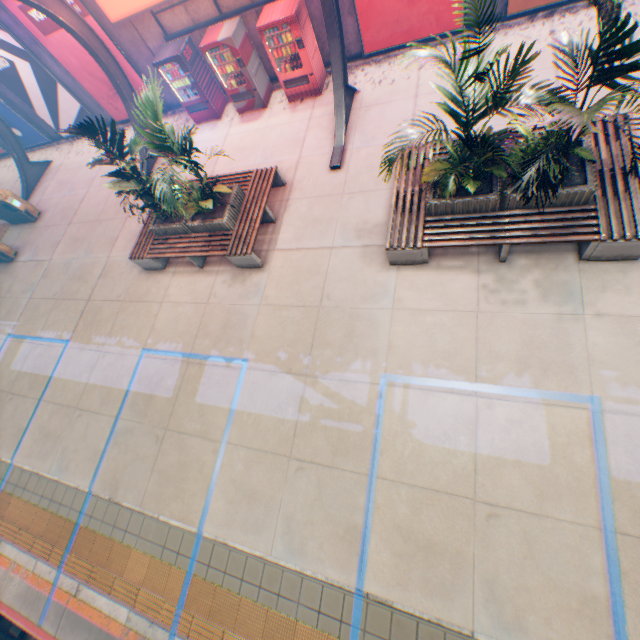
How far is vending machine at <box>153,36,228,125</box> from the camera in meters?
9.6

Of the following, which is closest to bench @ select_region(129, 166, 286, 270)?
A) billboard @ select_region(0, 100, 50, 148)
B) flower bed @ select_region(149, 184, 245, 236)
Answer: flower bed @ select_region(149, 184, 245, 236)

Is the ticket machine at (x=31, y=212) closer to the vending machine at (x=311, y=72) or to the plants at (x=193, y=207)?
the plants at (x=193, y=207)

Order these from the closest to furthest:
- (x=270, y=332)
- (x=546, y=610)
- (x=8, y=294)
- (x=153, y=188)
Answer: (x=546, y=610)
(x=153, y=188)
(x=270, y=332)
(x=8, y=294)

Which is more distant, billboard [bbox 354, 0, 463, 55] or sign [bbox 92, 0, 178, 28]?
sign [bbox 92, 0, 178, 28]

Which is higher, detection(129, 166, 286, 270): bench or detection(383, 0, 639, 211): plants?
detection(383, 0, 639, 211): plants

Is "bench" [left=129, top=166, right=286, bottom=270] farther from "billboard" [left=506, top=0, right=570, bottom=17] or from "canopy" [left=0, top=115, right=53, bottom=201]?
"billboard" [left=506, top=0, right=570, bottom=17]

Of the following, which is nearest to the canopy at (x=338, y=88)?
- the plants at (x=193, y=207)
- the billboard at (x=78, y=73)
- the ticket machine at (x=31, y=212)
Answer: the ticket machine at (x=31, y=212)
